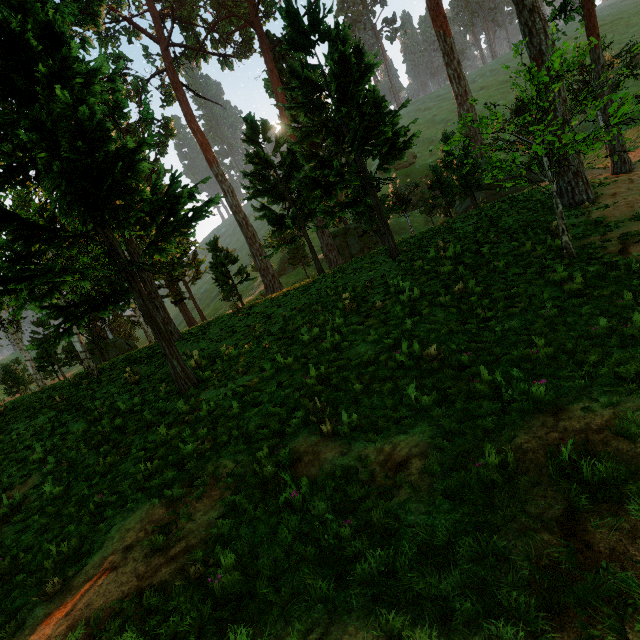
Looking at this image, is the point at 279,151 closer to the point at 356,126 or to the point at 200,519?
the point at 356,126
